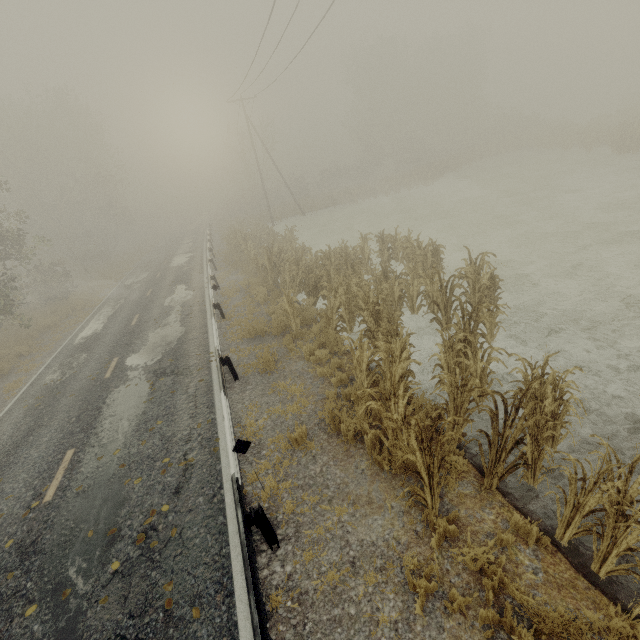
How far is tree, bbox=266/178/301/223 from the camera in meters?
37.4 m

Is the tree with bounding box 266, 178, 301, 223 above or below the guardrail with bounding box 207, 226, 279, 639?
above

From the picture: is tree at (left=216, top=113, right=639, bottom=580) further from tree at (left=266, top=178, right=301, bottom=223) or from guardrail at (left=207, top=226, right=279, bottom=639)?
tree at (left=266, top=178, right=301, bottom=223)

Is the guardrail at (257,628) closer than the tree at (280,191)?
Yes

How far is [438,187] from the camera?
31.8m

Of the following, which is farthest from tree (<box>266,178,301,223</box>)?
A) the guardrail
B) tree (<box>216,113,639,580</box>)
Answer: tree (<box>216,113,639,580</box>)

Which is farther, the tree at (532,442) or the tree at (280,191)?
the tree at (280,191)
